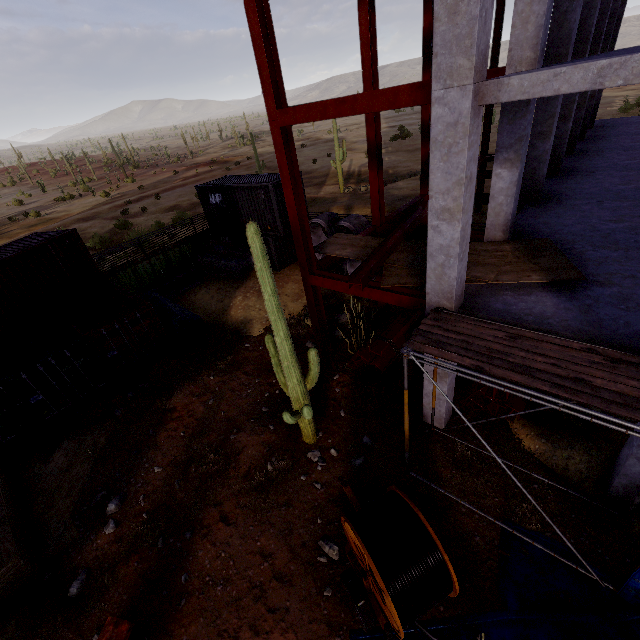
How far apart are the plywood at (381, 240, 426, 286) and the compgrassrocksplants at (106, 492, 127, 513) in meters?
8.8

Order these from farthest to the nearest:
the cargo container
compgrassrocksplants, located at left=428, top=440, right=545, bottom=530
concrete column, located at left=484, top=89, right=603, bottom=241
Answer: the cargo container < concrete column, located at left=484, top=89, right=603, bottom=241 < compgrassrocksplants, located at left=428, top=440, right=545, bottom=530

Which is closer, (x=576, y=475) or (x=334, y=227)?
(x=576, y=475)

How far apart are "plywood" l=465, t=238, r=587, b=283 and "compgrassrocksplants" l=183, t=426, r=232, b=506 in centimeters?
746cm

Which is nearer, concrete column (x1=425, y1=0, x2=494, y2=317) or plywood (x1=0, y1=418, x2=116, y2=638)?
concrete column (x1=425, y1=0, x2=494, y2=317)

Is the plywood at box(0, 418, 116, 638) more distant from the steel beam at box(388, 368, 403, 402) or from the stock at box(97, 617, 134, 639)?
the steel beam at box(388, 368, 403, 402)

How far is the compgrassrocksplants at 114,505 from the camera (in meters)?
8.34

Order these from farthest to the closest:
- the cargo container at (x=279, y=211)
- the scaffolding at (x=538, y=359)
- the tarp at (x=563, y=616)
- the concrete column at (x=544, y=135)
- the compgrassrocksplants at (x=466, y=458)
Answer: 1. the cargo container at (x=279, y=211)
2. the concrete column at (x=544, y=135)
3. the compgrassrocksplants at (x=466, y=458)
4. the tarp at (x=563, y=616)
5. the scaffolding at (x=538, y=359)
